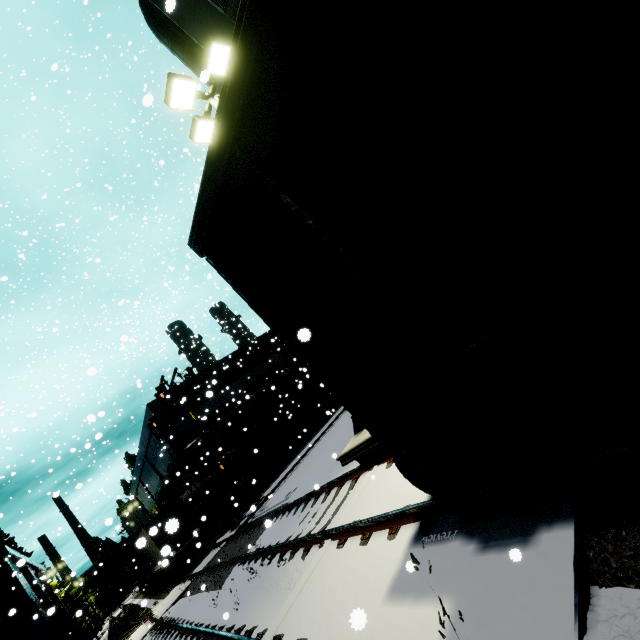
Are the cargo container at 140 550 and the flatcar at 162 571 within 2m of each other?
yes

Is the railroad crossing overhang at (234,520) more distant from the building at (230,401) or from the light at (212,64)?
the light at (212,64)

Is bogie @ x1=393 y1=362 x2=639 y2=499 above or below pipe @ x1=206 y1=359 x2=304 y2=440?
below

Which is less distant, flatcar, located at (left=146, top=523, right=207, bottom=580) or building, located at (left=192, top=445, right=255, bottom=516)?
flatcar, located at (left=146, top=523, right=207, bottom=580)

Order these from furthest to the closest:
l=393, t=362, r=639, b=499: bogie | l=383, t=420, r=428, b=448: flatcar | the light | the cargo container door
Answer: the light → the cargo container door → l=383, t=420, r=428, b=448: flatcar → l=393, t=362, r=639, b=499: bogie

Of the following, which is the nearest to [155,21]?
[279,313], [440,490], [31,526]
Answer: [279,313]

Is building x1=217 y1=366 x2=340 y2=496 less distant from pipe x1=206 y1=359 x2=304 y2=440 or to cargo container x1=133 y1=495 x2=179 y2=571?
pipe x1=206 y1=359 x2=304 y2=440

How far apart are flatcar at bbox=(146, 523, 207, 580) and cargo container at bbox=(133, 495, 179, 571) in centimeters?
0cm
